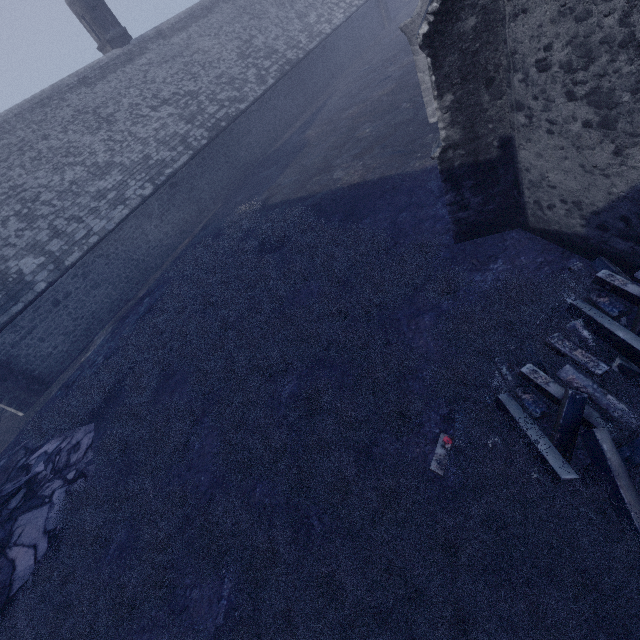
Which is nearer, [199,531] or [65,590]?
[199,531]

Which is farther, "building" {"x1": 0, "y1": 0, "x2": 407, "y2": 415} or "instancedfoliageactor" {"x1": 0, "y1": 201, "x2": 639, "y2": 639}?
"building" {"x1": 0, "y1": 0, "x2": 407, "y2": 415}

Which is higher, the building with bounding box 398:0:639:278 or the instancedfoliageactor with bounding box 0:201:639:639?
the building with bounding box 398:0:639:278

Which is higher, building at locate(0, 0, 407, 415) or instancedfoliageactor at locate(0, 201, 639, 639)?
building at locate(0, 0, 407, 415)

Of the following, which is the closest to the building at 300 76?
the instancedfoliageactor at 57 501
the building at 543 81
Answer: the instancedfoliageactor at 57 501

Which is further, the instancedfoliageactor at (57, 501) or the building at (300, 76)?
the building at (300, 76)

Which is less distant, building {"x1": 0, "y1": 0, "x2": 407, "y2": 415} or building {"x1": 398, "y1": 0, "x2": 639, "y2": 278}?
building {"x1": 398, "y1": 0, "x2": 639, "y2": 278}

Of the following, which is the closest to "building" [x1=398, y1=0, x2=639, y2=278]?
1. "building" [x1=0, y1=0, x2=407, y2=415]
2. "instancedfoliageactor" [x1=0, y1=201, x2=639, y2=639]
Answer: "instancedfoliageactor" [x1=0, y1=201, x2=639, y2=639]
